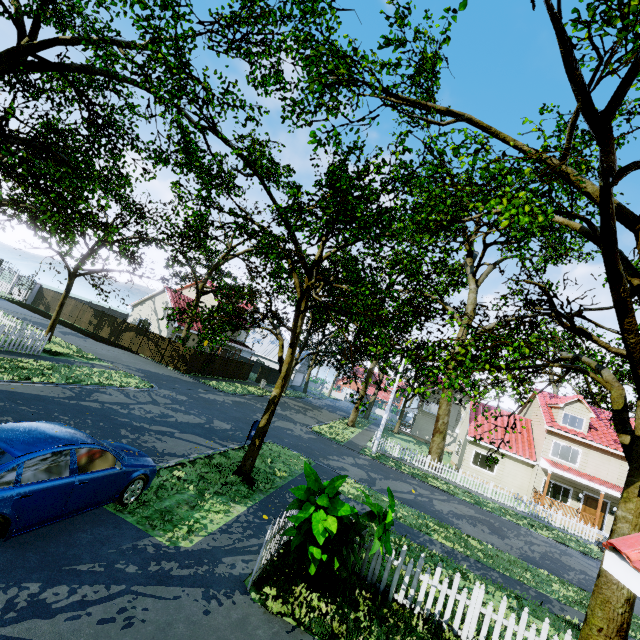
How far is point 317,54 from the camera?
7.12m

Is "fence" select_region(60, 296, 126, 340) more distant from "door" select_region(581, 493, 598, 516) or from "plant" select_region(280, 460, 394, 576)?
"plant" select_region(280, 460, 394, 576)

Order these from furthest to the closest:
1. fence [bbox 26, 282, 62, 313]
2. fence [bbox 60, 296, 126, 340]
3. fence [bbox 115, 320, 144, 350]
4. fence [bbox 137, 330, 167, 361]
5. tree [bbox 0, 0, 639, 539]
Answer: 1. fence [bbox 26, 282, 62, 313]
2. fence [bbox 60, 296, 126, 340]
3. fence [bbox 115, 320, 144, 350]
4. fence [bbox 137, 330, 167, 361]
5. tree [bbox 0, 0, 639, 539]

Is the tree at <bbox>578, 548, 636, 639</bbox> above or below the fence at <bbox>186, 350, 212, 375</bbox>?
above

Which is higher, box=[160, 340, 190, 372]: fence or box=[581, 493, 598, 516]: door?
box=[581, 493, 598, 516]: door

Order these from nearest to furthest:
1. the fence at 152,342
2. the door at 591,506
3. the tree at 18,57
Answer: the tree at 18,57 < the door at 591,506 < the fence at 152,342

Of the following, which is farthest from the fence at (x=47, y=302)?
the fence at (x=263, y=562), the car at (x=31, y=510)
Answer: the car at (x=31, y=510)

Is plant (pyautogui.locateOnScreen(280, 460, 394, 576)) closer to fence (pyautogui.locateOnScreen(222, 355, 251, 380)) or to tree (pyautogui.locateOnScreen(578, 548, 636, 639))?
fence (pyautogui.locateOnScreen(222, 355, 251, 380))
